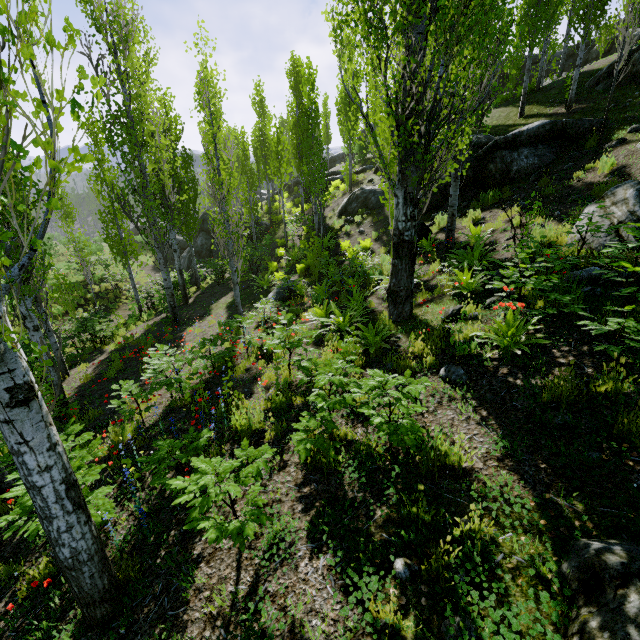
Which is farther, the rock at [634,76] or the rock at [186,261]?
the rock at [186,261]

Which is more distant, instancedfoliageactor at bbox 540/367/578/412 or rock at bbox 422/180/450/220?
rock at bbox 422/180/450/220

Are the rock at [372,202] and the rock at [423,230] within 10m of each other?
yes

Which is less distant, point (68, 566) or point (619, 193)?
point (68, 566)

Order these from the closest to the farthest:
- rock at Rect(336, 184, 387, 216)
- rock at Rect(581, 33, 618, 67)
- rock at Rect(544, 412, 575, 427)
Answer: rock at Rect(544, 412, 575, 427) → rock at Rect(336, 184, 387, 216) → rock at Rect(581, 33, 618, 67)

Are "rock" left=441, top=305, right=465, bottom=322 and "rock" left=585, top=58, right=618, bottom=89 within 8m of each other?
no

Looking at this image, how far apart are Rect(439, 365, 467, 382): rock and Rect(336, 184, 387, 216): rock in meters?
13.8

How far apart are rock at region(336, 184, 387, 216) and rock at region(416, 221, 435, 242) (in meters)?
5.20
